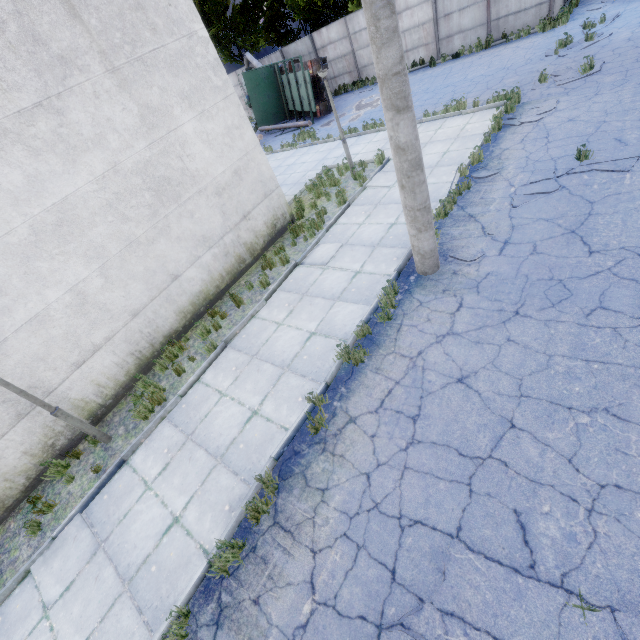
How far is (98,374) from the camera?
7.27m

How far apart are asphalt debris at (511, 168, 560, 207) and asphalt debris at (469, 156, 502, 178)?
0.8 meters

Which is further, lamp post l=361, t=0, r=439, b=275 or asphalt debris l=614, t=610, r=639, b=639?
lamp post l=361, t=0, r=439, b=275

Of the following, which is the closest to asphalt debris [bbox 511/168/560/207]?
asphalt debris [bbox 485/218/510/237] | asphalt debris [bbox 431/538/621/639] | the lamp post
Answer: asphalt debris [bbox 485/218/510/237]

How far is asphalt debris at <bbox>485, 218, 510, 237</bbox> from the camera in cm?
675

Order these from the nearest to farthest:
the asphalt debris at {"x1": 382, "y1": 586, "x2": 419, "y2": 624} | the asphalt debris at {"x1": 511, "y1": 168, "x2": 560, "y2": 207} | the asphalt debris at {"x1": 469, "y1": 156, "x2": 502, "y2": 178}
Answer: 1. the asphalt debris at {"x1": 382, "y1": 586, "x2": 419, "y2": 624}
2. the asphalt debris at {"x1": 511, "y1": 168, "x2": 560, "y2": 207}
3. the asphalt debris at {"x1": 469, "y1": 156, "x2": 502, "y2": 178}

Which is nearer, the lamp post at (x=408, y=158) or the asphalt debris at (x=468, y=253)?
the lamp post at (x=408, y=158)

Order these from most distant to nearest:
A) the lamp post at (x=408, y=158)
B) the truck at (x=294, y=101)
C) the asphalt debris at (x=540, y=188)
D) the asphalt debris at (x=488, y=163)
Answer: the truck at (x=294, y=101) → the asphalt debris at (x=488, y=163) → the asphalt debris at (x=540, y=188) → the lamp post at (x=408, y=158)
